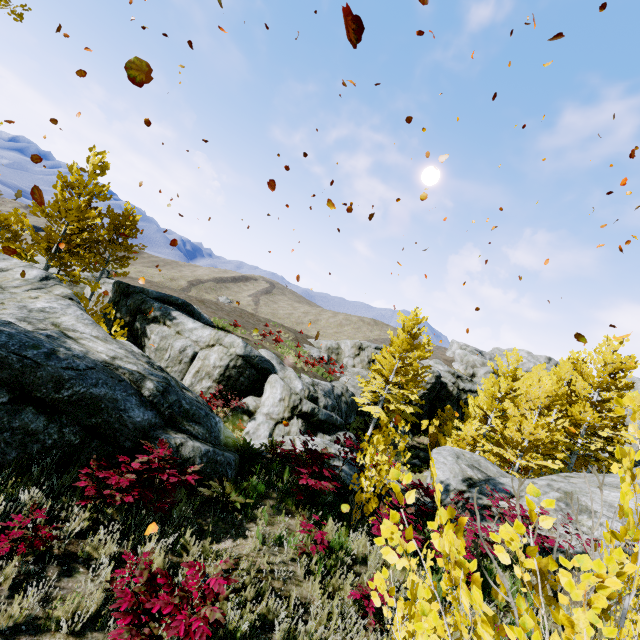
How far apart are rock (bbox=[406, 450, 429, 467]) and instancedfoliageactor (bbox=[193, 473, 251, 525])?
23.87m

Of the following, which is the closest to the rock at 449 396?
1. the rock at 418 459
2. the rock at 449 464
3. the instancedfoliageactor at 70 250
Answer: the rock at 418 459

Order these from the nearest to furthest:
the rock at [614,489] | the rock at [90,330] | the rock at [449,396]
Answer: the rock at [90,330]
the rock at [614,489]
the rock at [449,396]

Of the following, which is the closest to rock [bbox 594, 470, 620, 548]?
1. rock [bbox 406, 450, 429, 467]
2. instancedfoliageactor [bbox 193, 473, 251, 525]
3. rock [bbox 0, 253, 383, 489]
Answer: rock [bbox 0, 253, 383, 489]

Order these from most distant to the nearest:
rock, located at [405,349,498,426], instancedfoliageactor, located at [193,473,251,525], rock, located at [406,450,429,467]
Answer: rock, located at [405,349,498,426] < rock, located at [406,450,429,467] < instancedfoliageactor, located at [193,473,251,525]

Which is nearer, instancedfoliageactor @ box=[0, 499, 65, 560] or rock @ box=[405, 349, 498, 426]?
instancedfoliageactor @ box=[0, 499, 65, 560]

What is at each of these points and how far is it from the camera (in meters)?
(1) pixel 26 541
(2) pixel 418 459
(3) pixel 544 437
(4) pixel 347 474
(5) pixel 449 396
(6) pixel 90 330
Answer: (1) instancedfoliageactor, 3.68
(2) rock, 26.84
(3) instancedfoliageactor, 17.16
(4) rock, 9.48
(5) rock, 39.84
(6) rock, 9.55

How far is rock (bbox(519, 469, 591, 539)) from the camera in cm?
908
